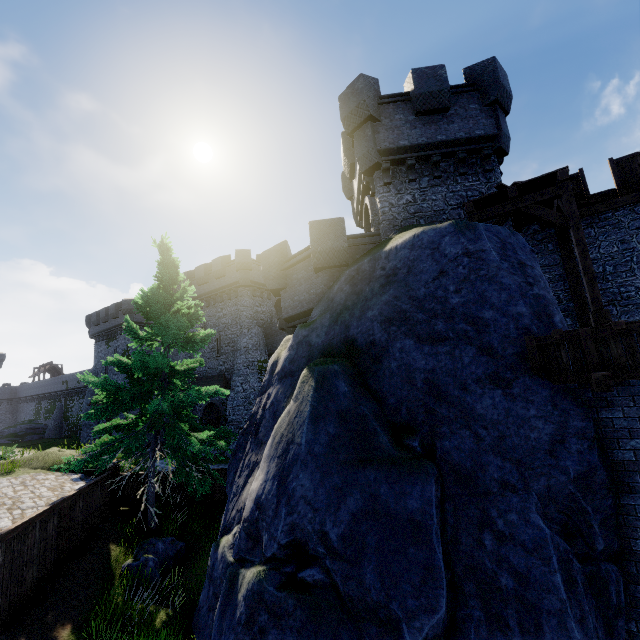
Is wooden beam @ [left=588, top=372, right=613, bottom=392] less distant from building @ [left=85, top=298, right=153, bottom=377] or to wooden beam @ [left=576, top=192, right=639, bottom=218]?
wooden beam @ [left=576, top=192, right=639, bottom=218]

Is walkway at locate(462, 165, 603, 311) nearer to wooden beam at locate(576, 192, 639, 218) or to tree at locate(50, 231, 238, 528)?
wooden beam at locate(576, 192, 639, 218)

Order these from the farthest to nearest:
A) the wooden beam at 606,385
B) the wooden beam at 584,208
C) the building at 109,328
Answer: the building at 109,328 < the wooden beam at 584,208 < the wooden beam at 606,385

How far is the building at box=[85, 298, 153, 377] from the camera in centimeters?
3862cm

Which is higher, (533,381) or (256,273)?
(256,273)

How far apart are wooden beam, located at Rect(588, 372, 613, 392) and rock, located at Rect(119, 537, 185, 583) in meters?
11.7 m

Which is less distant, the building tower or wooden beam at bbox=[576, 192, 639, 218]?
wooden beam at bbox=[576, 192, 639, 218]

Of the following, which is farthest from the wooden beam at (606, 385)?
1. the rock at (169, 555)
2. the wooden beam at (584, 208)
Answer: the rock at (169, 555)
